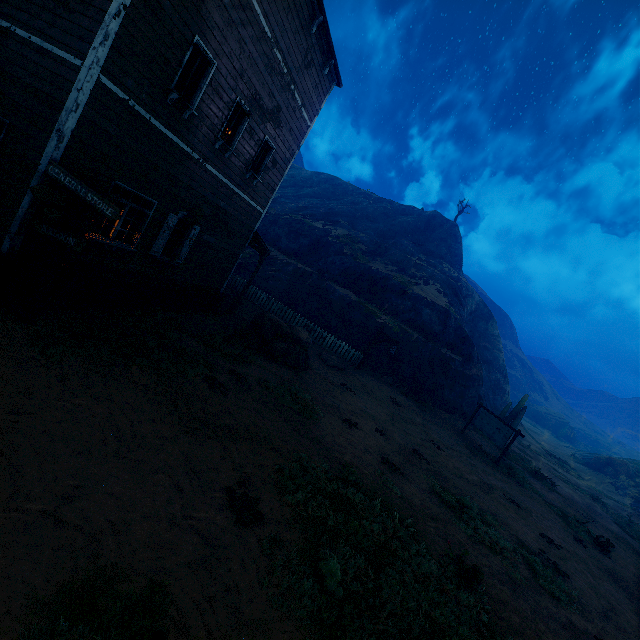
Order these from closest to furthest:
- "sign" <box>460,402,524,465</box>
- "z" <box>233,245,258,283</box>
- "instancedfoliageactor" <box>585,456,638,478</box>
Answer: "sign" <box>460,402,524,465</box> → "z" <box>233,245,258,283</box> → "instancedfoliageactor" <box>585,456,638,478</box>

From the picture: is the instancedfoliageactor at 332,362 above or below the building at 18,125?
below

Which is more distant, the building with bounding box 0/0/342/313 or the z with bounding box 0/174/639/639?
the building with bounding box 0/0/342/313

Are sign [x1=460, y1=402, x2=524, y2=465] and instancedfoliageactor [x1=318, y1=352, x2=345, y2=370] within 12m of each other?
yes

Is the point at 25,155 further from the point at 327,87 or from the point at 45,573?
the point at 327,87

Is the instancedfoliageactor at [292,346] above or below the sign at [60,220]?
below

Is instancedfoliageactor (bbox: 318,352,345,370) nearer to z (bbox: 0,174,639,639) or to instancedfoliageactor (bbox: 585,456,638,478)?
z (bbox: 0,174,639,639)

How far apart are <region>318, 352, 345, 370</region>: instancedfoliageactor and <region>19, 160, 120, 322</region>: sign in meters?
12.0
